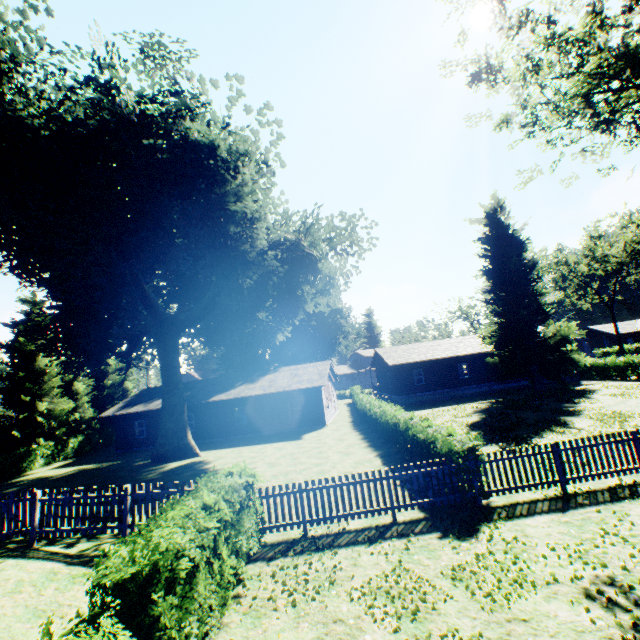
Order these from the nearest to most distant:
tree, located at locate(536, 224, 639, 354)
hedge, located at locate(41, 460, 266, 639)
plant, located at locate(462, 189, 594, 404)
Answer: hedge, located at locate(41, 460, 266, 639)
plant, located at locate(462, 189, 594, 404)
tree, located at locate(536, 224, 639, 354)

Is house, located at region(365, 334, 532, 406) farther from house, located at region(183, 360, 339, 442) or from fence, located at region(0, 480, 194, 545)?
fence, located at region(0, 480, 194, 545)

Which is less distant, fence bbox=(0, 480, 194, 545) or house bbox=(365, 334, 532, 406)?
fence bbox=(0, 480, 194, 545)

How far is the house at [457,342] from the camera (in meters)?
34.41

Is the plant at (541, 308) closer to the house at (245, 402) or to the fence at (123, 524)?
the fence at (123, 524)

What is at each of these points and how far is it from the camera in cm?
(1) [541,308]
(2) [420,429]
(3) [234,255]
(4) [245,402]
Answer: (1) plant, 3011
(2) hedge, 1250
(3) plant, 1859
(4) house, 2902

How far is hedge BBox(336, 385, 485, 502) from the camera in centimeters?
936cm

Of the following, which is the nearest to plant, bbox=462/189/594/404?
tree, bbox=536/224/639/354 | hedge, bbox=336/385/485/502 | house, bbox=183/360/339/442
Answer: hedge, bbox=336/385/485/502
